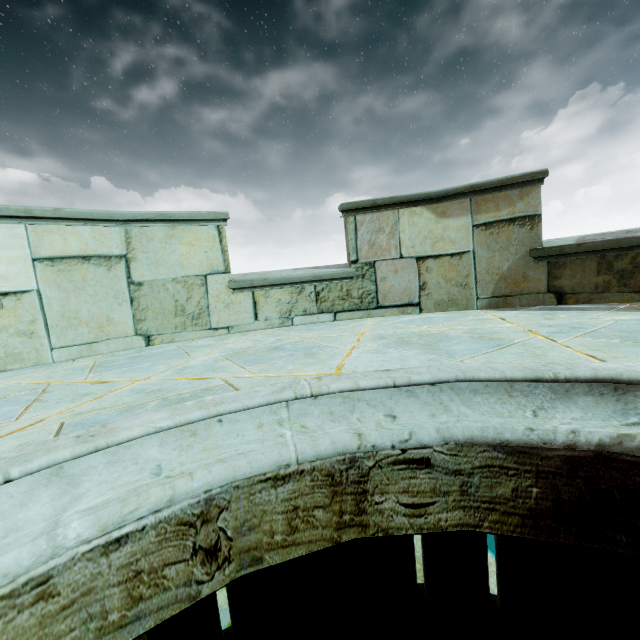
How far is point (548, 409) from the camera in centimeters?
122cm
